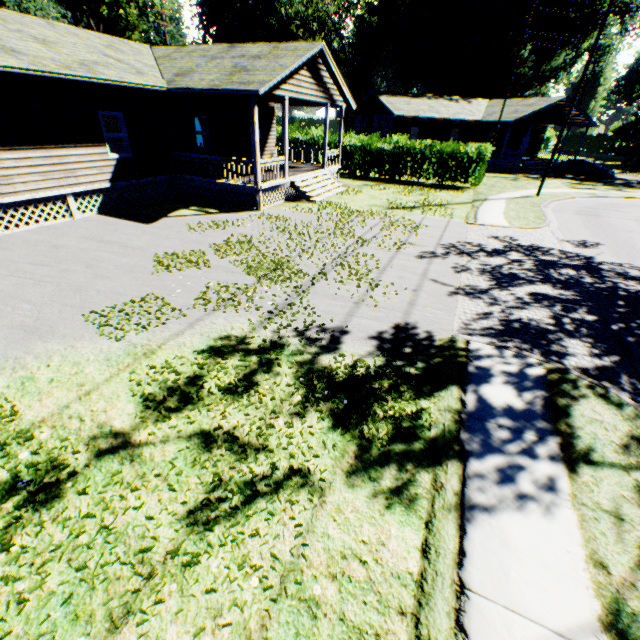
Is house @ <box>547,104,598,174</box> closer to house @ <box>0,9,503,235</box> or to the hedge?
the hedge

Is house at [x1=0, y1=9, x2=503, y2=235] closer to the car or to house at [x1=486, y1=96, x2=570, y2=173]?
house at [x1=486, y1=96, x2=570, y2=173]

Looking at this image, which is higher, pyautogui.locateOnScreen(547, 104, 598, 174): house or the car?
pyautogui.locateOnScreen(547, 104, 598, 174): house

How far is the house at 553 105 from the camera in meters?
31.1

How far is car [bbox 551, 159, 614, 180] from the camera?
29.2 meters

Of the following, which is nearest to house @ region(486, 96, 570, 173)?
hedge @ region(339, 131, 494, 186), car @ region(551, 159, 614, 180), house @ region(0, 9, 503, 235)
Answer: car @ region(551, 159, 614, 180)

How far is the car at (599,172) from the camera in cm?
2923

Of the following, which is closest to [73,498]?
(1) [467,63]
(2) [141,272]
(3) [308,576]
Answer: (3) [308,576]
